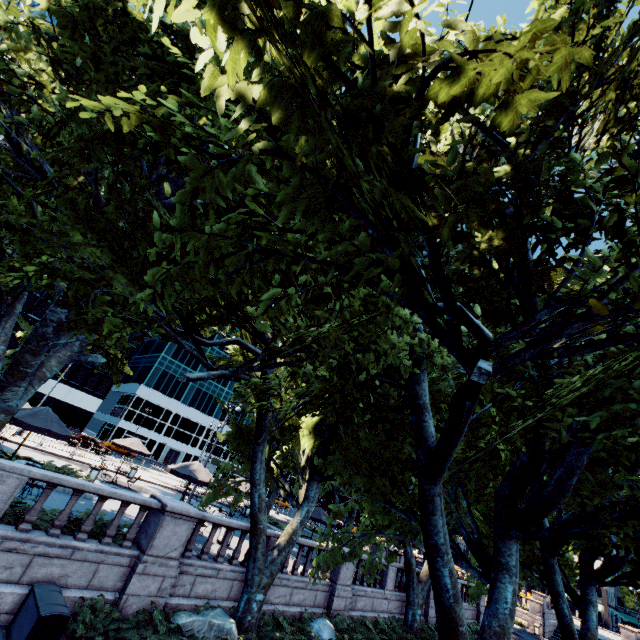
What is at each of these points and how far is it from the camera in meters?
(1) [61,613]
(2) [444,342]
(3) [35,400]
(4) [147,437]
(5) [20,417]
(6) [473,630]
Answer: (1) container, 7.1 m
(2) tree, 4.5 m
(3) building, 48.0 m
(4) building, 59.2 m
(5) umbrella, 11.6 m
(6) bush, 23.6 m

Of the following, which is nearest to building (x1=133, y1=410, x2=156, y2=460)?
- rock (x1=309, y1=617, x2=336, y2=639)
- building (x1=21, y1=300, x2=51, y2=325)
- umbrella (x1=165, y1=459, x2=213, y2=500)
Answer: building (x1=21, y1=300, x2=51, y2=325)

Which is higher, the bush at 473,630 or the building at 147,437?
the building at 147,437

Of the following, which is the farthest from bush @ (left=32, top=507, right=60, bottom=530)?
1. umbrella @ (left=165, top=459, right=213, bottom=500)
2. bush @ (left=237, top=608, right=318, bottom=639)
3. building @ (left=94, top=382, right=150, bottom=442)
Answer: building @ (left=94, top=382, right=150, bottom=442)

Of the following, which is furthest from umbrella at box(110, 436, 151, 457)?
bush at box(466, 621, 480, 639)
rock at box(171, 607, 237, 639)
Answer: bush at box(466, 621, 480, 639)

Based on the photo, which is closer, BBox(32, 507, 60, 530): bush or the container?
the container

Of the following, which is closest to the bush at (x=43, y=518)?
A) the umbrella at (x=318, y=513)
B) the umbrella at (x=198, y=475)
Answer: the umbrella at (x=198, y=475)

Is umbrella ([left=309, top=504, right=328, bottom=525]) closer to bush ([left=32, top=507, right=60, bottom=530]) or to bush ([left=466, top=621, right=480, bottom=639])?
bush ([left=466, top=621, right=480, bottom=639])
